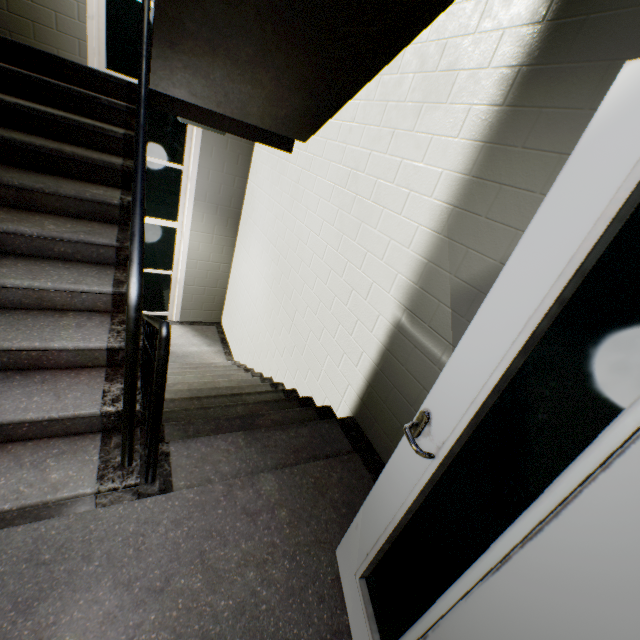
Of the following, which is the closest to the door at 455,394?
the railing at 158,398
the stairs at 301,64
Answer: the stairs at 301,64

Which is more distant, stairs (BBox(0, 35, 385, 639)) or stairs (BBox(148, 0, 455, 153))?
stairs (BBox(148, 0, 455, 153))

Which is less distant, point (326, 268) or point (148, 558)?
point (148, 558)

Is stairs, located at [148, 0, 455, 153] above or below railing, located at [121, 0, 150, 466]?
above

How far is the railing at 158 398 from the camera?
1.3m

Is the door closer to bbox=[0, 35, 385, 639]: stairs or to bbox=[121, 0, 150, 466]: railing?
bbox=[0, 35, 385, 639]: stairs

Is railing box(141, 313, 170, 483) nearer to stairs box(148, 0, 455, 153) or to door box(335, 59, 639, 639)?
stairs box(148, 0, 455, 153)
